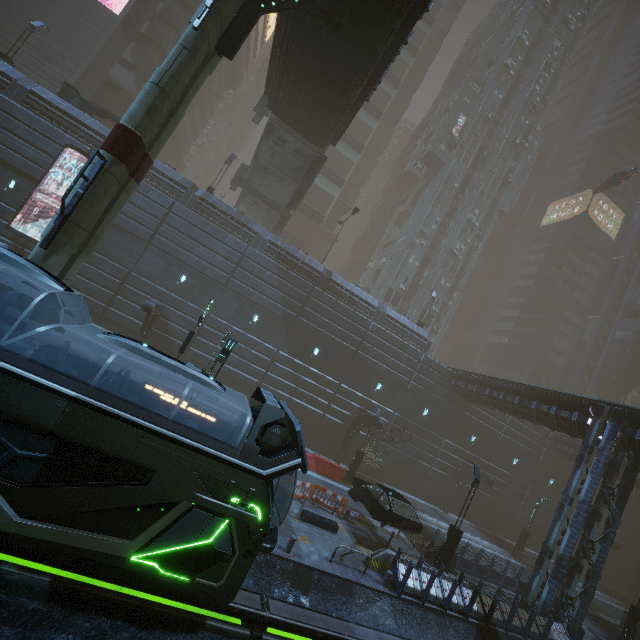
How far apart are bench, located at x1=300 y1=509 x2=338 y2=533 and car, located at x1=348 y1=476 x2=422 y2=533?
1.90m

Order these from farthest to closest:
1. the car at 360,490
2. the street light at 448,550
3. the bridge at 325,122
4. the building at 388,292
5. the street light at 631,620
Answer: the building at 388,292 → the street light at 631,620 → the street light at 448,550 → the car at 360,490 → the bridge at 325,122

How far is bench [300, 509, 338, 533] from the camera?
13.98m

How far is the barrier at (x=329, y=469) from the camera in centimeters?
2142cm

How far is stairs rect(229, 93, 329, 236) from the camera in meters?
24.2

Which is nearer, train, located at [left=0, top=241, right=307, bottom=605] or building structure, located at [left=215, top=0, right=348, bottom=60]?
train, located at [left=0, top=241, right=307, bottom=605]

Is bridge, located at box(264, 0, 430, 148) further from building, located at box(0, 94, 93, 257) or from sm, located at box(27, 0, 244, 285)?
building, located at box(0, 94, 93, 257)

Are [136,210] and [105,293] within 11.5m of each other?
yes
